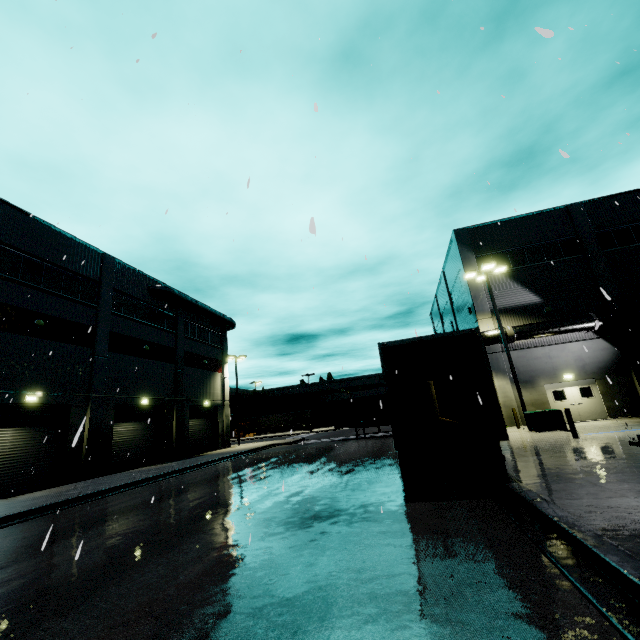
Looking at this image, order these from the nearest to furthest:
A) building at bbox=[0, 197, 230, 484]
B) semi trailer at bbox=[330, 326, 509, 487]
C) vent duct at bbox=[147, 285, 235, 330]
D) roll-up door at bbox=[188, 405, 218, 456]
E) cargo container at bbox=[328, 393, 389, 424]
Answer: semi trailer at bbox=[330, 326, 509, 487] → building at bbox=[0, 197, 230, 484] → vent duct at bbox=[147, 285, 235, 330] → cargo container at bbox=[328, 393, 389, 424] → roll-up door at bbox=[188, 405, 218, 456]

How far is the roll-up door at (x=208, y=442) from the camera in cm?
2938

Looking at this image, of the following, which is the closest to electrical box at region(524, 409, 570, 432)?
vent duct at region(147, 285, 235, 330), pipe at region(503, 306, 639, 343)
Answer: pipe at region(503, 306, 639, 343)

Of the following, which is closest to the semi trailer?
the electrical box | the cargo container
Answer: the cargo container

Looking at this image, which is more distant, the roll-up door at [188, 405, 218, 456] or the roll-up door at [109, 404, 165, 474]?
the roll-up door at [188, 405, 218, 456]

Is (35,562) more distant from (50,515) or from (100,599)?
(50,515)

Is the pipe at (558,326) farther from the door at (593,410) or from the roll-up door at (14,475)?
the door at (593,410)

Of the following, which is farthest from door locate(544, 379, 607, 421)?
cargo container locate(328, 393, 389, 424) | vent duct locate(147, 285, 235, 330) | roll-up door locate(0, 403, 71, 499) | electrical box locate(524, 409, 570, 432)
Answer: vent duct locate(147, 285, 235, 330)
